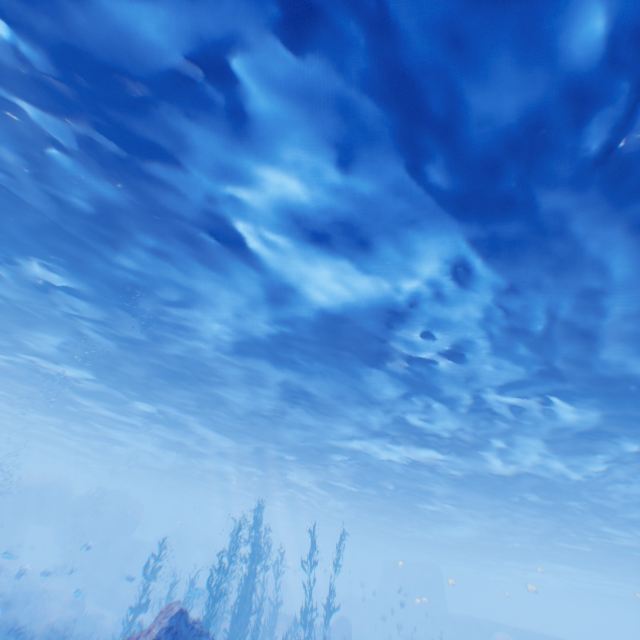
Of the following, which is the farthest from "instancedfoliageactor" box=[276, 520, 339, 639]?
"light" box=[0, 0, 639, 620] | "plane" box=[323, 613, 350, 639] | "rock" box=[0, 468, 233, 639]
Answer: "plane" box=[323, 613, 350, 639]

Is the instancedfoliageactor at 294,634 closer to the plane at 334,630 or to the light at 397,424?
the light at 397,424

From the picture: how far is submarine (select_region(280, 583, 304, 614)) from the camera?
47.8 meters

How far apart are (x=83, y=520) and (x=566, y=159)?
49.7 meters

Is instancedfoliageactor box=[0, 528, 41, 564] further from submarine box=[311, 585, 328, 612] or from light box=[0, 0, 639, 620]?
light box=[0, 0, 639, 620]

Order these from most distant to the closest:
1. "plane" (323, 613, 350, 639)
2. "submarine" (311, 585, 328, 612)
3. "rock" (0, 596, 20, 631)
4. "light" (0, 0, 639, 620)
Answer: "submarine" (311, 585, 328, 612) < "plane" (323, 613, 350, 639) < "rock" (0, 596, 20, 631) < "light" (0, 0, 639, 620)

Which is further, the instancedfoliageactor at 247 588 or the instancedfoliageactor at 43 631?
the instancedfoliageactor at 43 631

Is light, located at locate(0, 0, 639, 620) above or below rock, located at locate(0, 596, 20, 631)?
above
